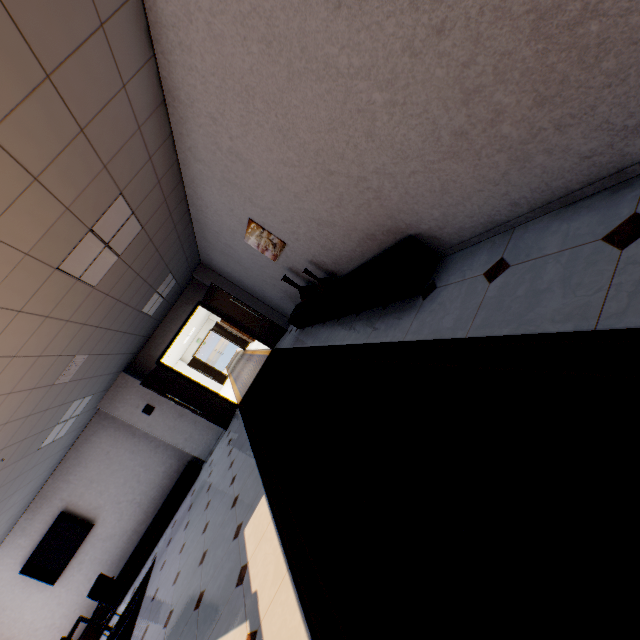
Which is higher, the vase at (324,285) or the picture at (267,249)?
A: the picture at (267,249)

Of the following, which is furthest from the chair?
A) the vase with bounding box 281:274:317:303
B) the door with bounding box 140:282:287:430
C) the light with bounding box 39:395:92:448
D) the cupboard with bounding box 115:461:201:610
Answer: the vase with bounding box 281:274:317:303

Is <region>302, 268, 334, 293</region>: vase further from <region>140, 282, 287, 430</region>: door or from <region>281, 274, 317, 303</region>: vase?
<region>140, 282, 287, 430</region>: door

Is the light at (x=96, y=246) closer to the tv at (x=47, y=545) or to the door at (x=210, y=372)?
the tv at (x=47, y=545)

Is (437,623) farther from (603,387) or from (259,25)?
(259,25)

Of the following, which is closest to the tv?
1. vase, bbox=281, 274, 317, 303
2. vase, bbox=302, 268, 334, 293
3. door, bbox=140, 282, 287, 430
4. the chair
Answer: the chair

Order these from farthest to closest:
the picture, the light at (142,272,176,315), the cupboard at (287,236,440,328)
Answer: the light at (142,272,176,315)
the picture
the cupboard at (287,236,440,328)

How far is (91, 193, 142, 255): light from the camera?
A: 3.4 meters
